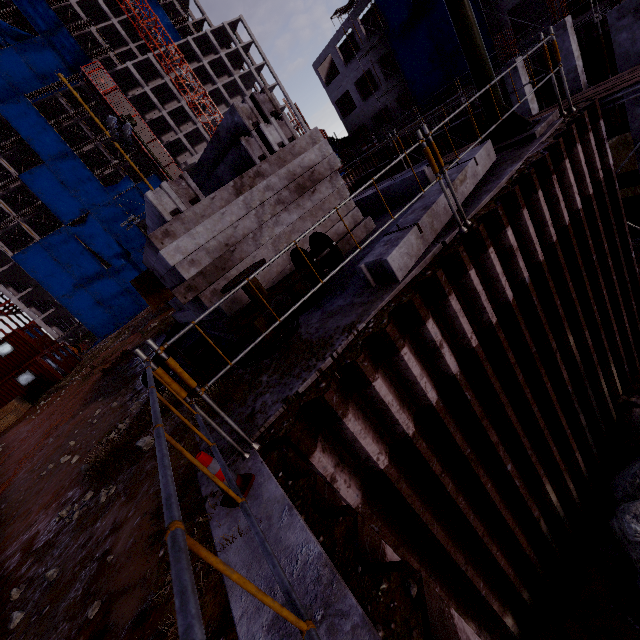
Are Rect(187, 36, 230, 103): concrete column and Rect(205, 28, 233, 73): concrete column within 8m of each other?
yes

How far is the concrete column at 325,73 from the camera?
34.94m

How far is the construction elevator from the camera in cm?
4762

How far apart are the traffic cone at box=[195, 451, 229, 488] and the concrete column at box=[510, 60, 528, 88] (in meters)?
18.02

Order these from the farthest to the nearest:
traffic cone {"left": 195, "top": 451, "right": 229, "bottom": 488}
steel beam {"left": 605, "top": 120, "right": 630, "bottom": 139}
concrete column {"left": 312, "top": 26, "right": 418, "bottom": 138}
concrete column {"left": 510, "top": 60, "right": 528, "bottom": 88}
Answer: concrete column {"left": 312, "top": 26, "right": 418, "bottom": 138}
concrete column {"left": 510, "top": 60, "right": 528, "bottom": 88}
steel beam {"left": 605, "top": 120, "right": 630, "bottom": 139}
traffic cone {"left": 195, "top": 451, "right": 229, "bottom": 488}

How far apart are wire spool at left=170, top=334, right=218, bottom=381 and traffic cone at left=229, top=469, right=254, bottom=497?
2.6 meters

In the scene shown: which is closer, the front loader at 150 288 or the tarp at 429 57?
the front loader at 150 288

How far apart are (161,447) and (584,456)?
8.2m
